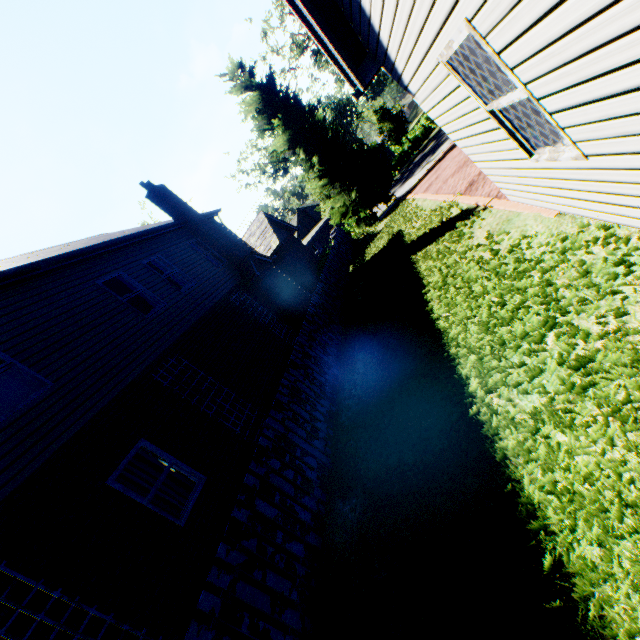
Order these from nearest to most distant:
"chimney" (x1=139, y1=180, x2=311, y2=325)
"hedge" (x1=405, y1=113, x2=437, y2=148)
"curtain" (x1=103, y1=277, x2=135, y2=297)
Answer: "curtain" (x1=103, y1=277, x2=135, y2=297)
"chimney" (x1=139, y1=180, x2=311, y2=325)
"hedge" (x1=405, y1=113, x2=437, y2=148)

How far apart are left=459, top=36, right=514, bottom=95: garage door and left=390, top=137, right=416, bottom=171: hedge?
36.37m

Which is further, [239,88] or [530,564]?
[239,88]

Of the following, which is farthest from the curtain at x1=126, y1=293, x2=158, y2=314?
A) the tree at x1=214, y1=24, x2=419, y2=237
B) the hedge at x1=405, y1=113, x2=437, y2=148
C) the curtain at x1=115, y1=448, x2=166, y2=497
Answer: the hedge at x1=405, y1=113, x2=437, y2=148

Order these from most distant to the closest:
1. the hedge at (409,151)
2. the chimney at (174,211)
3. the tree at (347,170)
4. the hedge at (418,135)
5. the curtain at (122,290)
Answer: the hedge at (409,151) → the hedge at (418,135) → the tree at (347,170) → the chimney at (174,211) → the curtain at (122,290)

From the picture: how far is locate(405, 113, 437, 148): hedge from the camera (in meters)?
36.03

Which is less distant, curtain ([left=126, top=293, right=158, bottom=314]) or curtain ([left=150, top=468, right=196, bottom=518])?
curtain ([left=150, top=468, right=196, bottom=518])

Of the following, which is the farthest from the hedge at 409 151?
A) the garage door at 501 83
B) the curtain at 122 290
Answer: the garage door at 501 83
